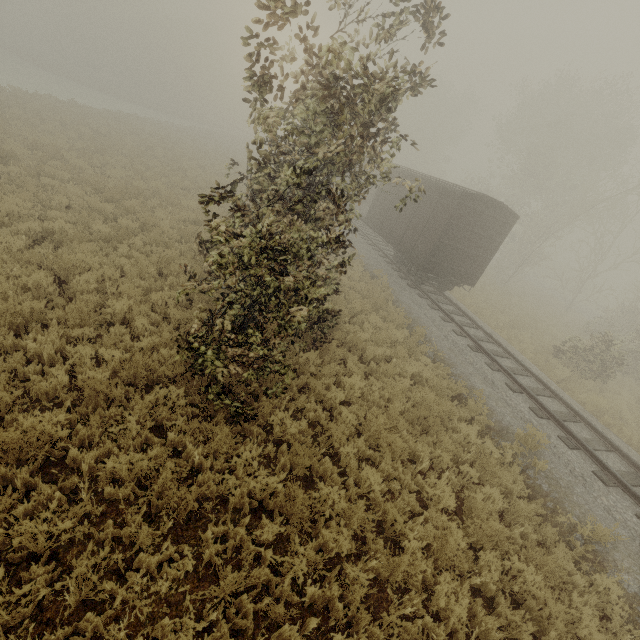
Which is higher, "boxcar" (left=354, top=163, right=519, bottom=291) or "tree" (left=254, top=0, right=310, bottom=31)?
"tree" (left=254, top=0, right=310, bottom=31)

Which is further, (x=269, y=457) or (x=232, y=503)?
(x=269, y=457)

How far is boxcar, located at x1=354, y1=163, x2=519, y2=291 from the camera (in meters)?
13.85

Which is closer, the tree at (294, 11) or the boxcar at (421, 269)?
the tree at (294, 11)

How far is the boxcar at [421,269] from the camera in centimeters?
1385cm

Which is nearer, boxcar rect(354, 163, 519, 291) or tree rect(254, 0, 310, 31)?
tree rect(254, 0, 310, 31)
